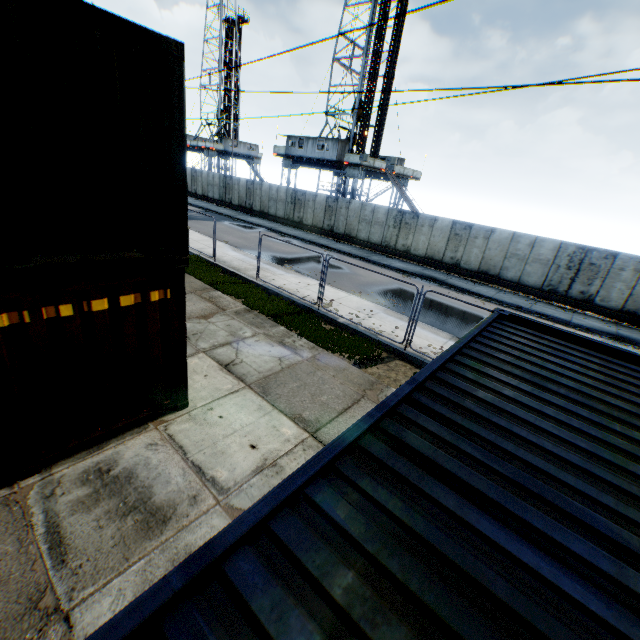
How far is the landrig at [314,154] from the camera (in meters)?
30.42

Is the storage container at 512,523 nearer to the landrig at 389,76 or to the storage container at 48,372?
the storage container at 48,372

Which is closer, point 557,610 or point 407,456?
point 557,610

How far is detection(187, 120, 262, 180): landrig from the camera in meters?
50.6

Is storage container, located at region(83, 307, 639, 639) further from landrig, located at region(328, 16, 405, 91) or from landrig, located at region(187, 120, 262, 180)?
landrig, located at region(187, 120, 262, 180)

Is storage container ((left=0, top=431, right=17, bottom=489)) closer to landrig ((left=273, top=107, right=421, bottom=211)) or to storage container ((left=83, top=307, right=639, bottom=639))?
storage container ((left=83, top=307, right=639, bottom=639))

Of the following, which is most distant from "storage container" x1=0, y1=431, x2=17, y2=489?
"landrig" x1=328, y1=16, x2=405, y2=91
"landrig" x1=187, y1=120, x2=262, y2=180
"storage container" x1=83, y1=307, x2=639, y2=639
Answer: "landrig" x1=187, y1=120, x2=262, y2=180

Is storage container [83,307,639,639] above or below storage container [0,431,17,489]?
above
